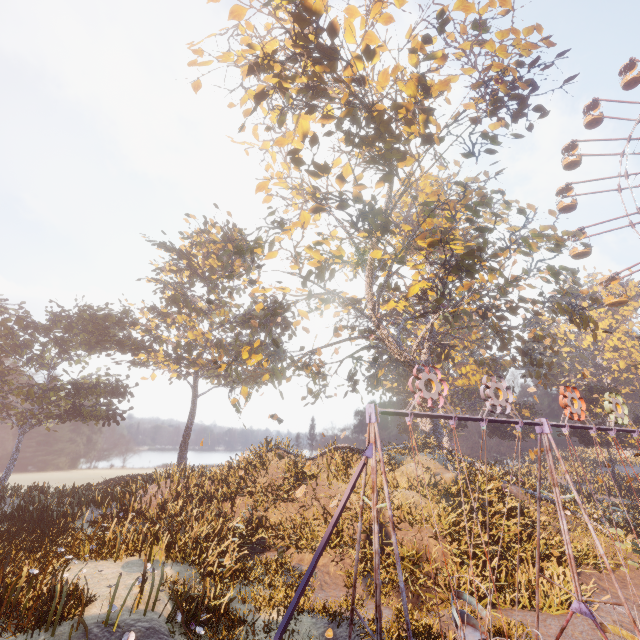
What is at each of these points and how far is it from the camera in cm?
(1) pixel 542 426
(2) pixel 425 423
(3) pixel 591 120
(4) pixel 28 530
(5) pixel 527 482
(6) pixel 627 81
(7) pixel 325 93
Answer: (1) swing, 962
(2) tree, 2664
(3) ferris wheel, 3462
(4) instancedfoliageactor, 1434
(5) instancedfoliageactor, 4059
(6) ferris wheel, 3434
(7) tree, 1401

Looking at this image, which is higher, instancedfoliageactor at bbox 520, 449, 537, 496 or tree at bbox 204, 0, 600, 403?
tree at bbox 204, 0, 600, 403

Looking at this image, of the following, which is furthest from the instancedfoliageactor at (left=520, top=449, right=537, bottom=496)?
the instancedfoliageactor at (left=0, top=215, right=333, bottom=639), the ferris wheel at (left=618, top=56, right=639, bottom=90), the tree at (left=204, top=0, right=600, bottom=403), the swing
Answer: the instancedfoliageactor at (left=0, top=215, right=333, bottom=639)

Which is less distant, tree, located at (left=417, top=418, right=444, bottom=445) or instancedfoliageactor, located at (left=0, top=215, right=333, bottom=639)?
instancedfoliageactor, located at (left=0, top=215, right=333, bottom=639)

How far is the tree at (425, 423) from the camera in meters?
26.0 m

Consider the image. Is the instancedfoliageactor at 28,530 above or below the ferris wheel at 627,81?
below

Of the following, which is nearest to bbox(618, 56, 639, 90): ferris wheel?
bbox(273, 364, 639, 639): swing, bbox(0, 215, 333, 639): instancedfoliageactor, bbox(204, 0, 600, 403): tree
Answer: bbox(204, 0, 600, 403): tree
